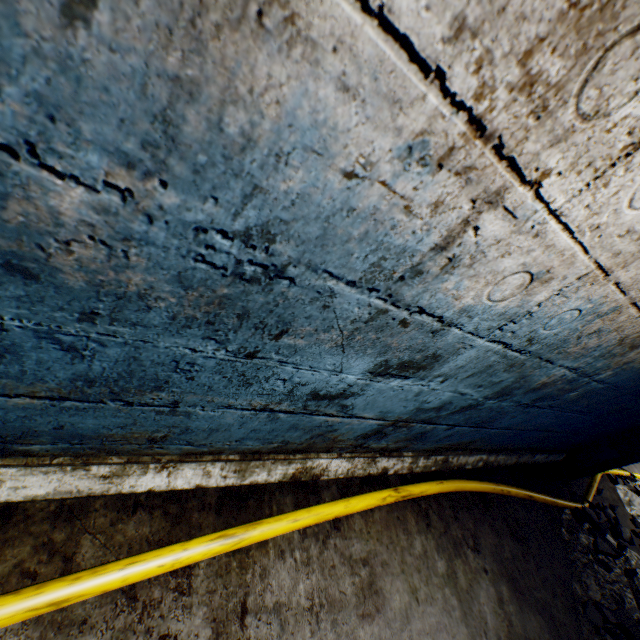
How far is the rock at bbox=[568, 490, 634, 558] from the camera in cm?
297

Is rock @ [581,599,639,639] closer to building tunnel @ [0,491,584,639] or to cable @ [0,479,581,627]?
building tunnel @ [0,491,584,639]

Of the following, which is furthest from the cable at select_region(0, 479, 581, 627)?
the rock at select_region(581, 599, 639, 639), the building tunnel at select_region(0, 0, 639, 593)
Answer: the rock at select_region(581, 599, 639, 639)

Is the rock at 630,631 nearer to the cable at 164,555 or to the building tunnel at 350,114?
the building tunnel at 350,114

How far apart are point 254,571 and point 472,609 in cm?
147

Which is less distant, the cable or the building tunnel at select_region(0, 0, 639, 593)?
the building tunnel at select_region(0, 0, 639, 593)
